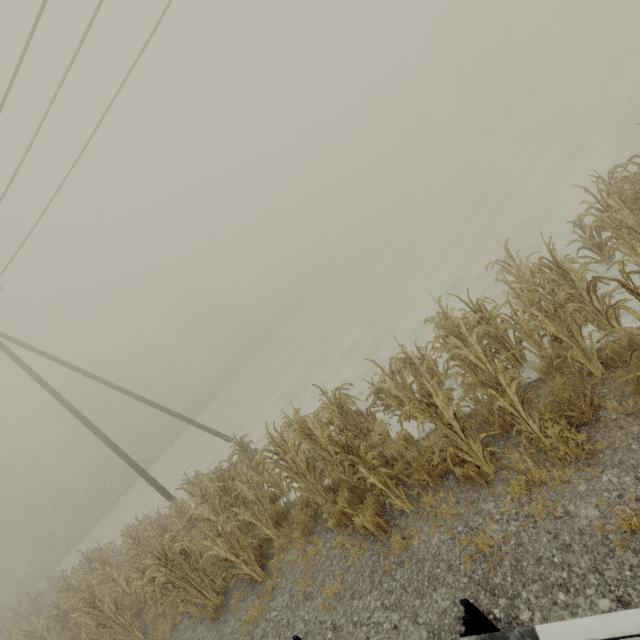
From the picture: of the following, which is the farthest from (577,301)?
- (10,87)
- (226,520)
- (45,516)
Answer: (45,516)

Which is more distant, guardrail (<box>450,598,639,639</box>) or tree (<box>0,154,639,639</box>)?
tree (<box>0,154,639,639</box>)

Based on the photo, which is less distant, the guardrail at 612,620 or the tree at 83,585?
the guardrail at 612,620
